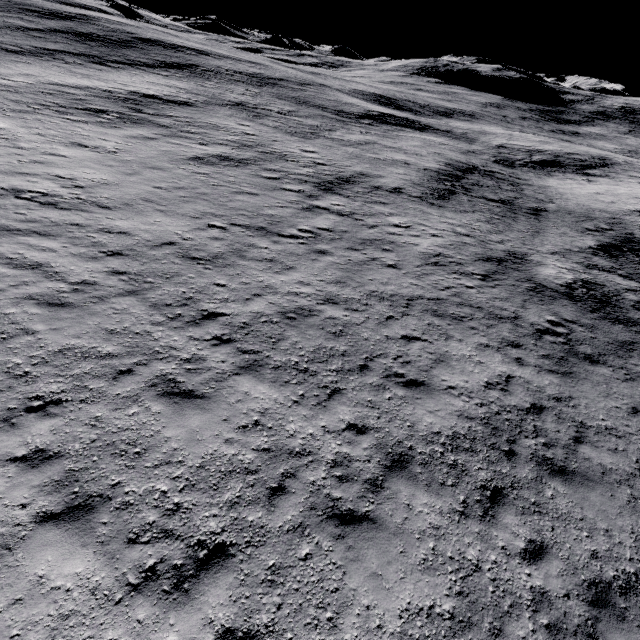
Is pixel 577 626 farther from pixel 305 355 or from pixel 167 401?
pixel 167 401
